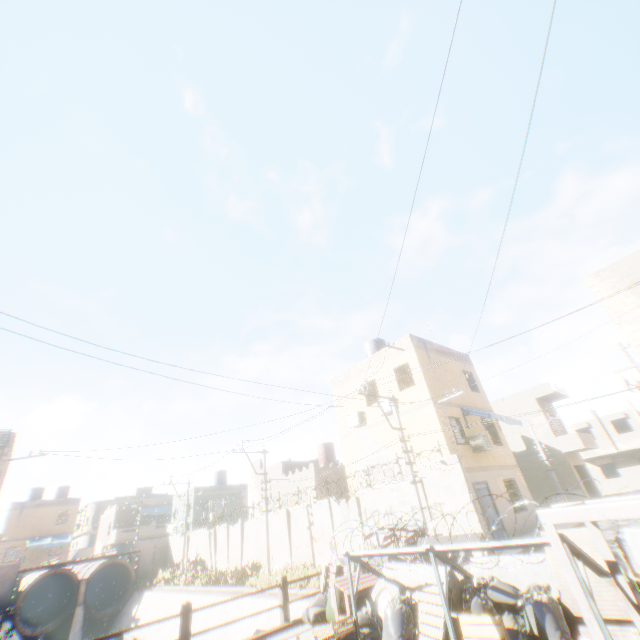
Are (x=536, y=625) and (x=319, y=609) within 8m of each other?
yes

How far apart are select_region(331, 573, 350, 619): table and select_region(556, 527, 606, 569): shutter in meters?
3.8

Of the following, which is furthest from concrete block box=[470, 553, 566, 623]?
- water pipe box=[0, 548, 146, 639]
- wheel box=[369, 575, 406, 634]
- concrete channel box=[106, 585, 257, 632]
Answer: water pipe box=[0, 548, 146, 639]

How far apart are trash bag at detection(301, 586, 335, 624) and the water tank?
22.2m

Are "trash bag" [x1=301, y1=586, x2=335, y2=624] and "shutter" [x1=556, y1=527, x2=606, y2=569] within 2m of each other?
no

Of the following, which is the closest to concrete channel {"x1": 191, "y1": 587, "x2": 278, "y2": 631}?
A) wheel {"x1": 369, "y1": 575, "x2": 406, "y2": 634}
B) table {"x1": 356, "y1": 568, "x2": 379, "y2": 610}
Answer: table {"x1": 356, "y1": 568, "x2": 379, "y2": 610}

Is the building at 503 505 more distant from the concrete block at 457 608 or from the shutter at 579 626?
the shutter at 579 626

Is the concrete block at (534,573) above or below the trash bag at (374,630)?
above
